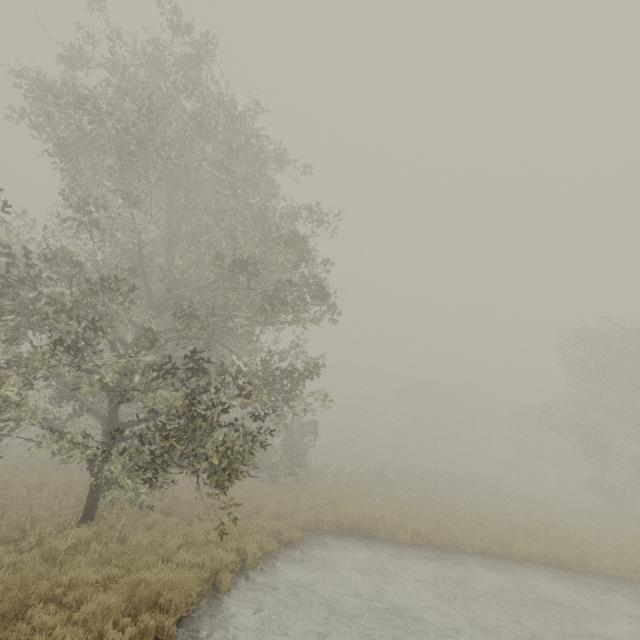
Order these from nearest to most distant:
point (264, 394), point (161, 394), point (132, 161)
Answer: point (264, 394), point (161, 394), point (132, 161)
